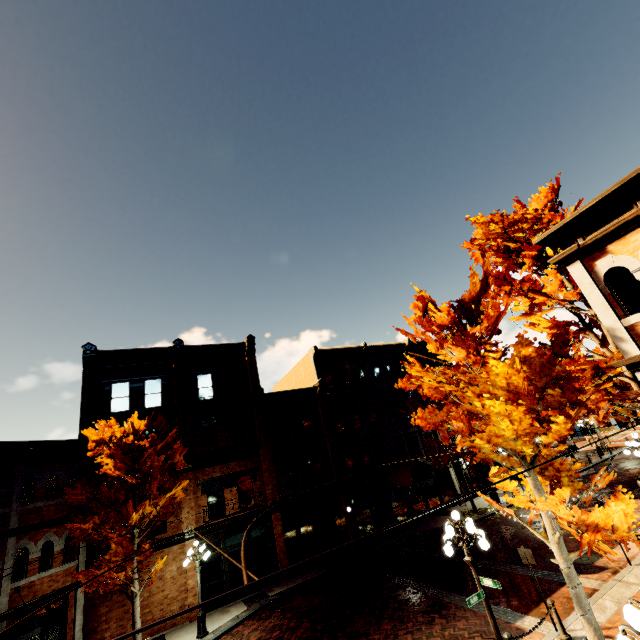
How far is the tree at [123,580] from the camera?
13.1m

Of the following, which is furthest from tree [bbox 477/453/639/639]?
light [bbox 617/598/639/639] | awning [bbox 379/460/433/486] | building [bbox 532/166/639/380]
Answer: light [bbox 617/598/639/639]

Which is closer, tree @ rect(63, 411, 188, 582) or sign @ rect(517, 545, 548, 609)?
sign @ rect(517, 545, 548, 609)

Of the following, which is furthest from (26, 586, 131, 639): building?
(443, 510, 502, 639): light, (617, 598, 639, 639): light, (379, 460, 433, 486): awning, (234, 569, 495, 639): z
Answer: (617, 598, 639, 639): light

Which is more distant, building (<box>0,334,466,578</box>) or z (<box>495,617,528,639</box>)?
building (<box>0,334,466,578</box>)

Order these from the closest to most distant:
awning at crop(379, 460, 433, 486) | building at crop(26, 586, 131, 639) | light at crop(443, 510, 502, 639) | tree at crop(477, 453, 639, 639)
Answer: tree at crop(477, 453, 639, 639)
light at crop(443, 510, 502, 639)
building at crop(26, 586, 131, 639)
awning at crop(379, 460, 433, 486)

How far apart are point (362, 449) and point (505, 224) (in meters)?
18.42

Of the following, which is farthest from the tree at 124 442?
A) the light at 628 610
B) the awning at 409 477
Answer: the light at 628 610
